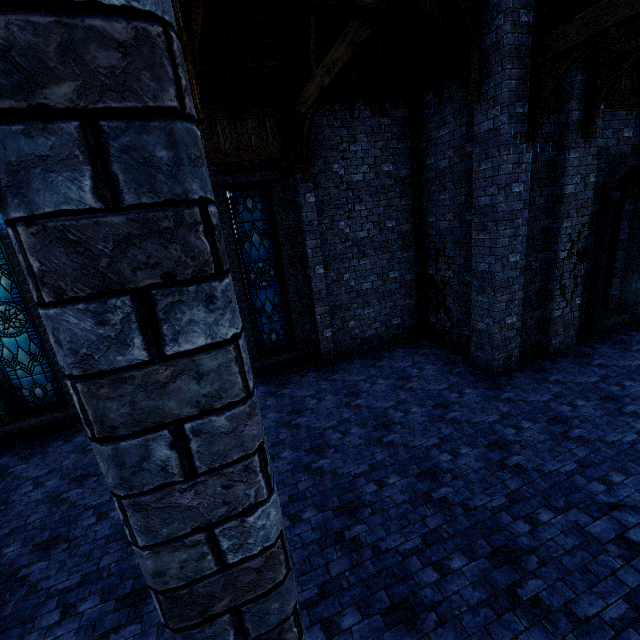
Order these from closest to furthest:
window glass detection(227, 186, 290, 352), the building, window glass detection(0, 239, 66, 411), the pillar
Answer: the pillar
the building
window glass detection(0, 239, 66, 411)
window glass detection(227, 186, 290, 352)

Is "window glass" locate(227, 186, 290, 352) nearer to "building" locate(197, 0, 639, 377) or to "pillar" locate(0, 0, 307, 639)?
"building" locate(197, 0, 639, 377)

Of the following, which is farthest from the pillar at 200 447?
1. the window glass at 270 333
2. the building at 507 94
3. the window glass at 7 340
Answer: the window glass at 7 340

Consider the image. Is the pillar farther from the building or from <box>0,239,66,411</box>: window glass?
<box>0,239,66,411</box>: window glass

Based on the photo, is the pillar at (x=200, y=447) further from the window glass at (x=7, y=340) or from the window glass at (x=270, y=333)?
the window glass at (x=7, y=340)

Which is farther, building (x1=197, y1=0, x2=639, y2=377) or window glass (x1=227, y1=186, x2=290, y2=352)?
window glass (x1=227, y1=186, x2=290, y2=352)

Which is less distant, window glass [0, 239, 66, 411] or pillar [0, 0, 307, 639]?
pillar [0, 0, 307, 639]

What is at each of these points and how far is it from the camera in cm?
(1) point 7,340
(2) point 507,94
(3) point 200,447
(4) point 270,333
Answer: (1) window glass, 756
(2) building, 621
(3) pillar, 101
(4) window glass, 969
